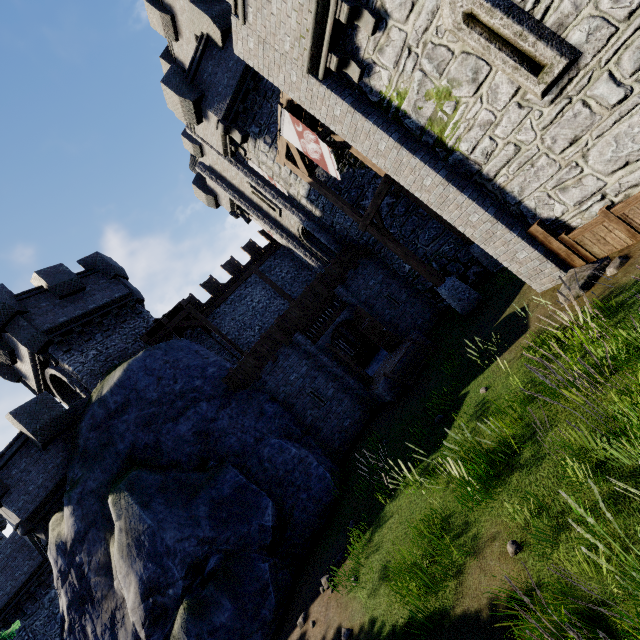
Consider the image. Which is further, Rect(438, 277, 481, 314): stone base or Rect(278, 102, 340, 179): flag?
Rect(438, 277, 481, 314): stone base

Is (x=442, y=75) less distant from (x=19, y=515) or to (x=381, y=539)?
(x=381, y=539)

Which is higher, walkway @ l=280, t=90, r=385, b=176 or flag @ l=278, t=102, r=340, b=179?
walkway @ l=280, t=90, r=385, b=176

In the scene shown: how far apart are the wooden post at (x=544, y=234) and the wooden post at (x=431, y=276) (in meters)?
4.55

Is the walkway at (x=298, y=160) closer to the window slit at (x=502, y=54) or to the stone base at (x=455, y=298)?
the window slit at (x=502, y=54)

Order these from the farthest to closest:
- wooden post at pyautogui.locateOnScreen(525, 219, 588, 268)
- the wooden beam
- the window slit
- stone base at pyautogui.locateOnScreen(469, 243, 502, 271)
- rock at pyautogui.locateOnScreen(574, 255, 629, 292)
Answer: stone base at pyautogui.locateOnScreen(469, 243, 502, 271)
the wooden beam
wooden post at pyautogui.locateOnScreen(525, 219, 588, 268)
rock at pyautogui.locateOnScreen(574, 255, 629, 292)
the window slit

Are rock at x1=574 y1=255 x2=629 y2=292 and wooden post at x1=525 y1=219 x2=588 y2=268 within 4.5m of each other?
yes

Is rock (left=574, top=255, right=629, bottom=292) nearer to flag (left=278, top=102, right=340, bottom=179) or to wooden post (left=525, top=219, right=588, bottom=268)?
wooden post (left=525, top=219, right=588, bottom=268)
